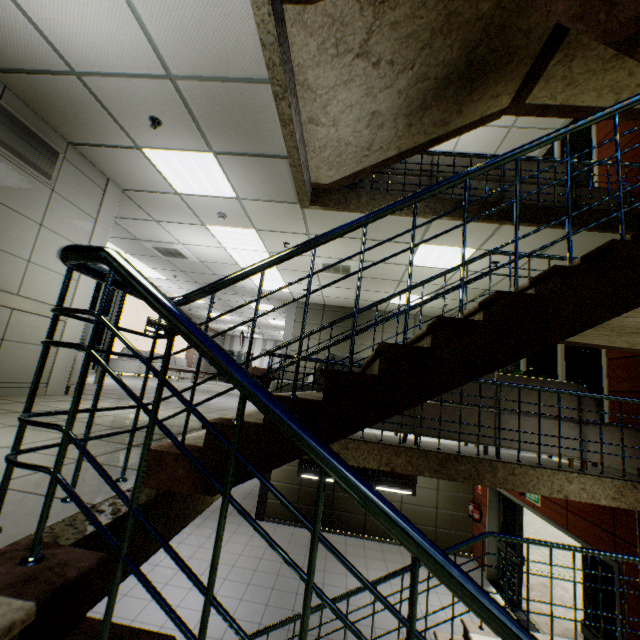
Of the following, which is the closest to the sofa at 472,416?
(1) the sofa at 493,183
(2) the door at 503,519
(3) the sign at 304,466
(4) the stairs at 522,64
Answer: (4) the stairs at 522,64

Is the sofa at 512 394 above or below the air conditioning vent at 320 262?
below

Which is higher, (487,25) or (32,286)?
(487,25)

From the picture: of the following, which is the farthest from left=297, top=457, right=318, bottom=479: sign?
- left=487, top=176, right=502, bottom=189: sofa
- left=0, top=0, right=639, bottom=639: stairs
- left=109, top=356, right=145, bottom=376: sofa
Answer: left=109, top=356, right=145, bottom=376: sofa

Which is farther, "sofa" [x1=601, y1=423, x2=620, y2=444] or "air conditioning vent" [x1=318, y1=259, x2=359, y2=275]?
"air conditioning vent" [x1=318, y1=259, x2=359, y2=275]

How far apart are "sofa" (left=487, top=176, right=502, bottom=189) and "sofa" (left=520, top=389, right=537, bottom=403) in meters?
2.5 m

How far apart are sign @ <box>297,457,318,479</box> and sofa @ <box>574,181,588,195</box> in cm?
670

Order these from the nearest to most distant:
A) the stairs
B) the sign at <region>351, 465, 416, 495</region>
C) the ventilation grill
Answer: the stairs < the ventilation grill < the sign at <region>351, 465, 416, 495</region>
